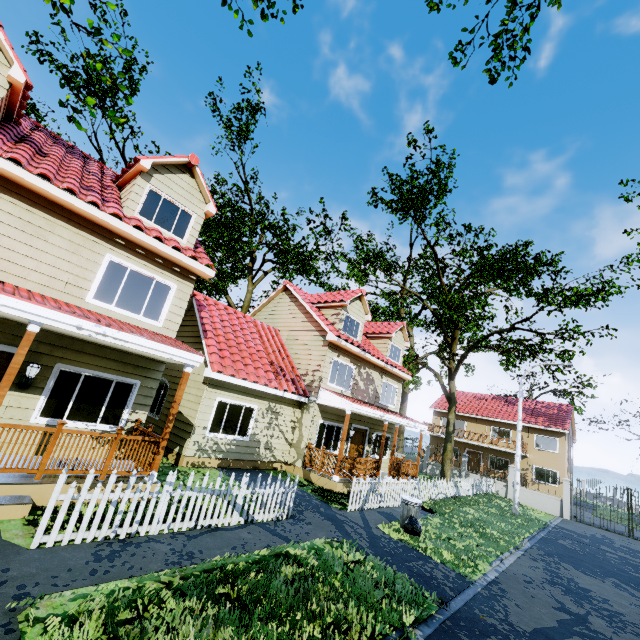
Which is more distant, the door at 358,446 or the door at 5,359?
the door at 358,446

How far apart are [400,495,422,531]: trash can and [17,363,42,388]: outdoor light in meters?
10.4 m

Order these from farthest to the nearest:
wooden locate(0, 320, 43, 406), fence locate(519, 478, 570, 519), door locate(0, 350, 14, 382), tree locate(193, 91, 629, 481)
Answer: fence locate(519, 478, 570, 519) → tree locate(193, 91, 629, 481) → door locate(0, 350, 14, 382) → wooden locate(0, 320, 43, 406)

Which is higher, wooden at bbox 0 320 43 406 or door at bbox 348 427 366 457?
wooden at bbox 0 320 43 406

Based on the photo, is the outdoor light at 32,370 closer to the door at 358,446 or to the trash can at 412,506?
the trash can at 412,506

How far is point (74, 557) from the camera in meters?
4.8

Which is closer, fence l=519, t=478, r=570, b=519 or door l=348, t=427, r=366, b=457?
door l=348, t=427, r=366, b=457

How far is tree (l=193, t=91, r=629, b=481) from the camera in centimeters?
1906cm
